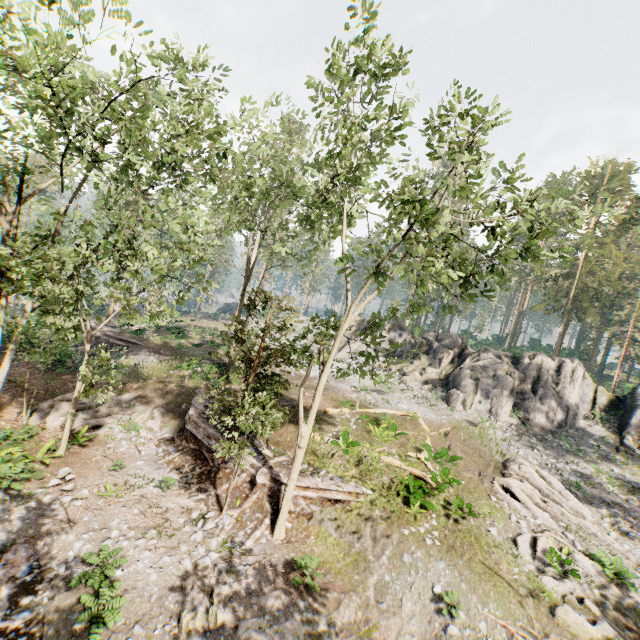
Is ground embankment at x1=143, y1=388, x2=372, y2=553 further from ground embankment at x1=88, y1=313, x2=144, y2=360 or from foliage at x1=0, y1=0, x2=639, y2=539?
ground embankment at x1=88, y1=313, x2=144, y2=360

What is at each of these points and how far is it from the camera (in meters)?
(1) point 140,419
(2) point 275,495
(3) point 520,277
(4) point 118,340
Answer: (1) foliage, 18.83
(2) ground embankment, 13.74
(3) foliage, 55.03
(4) ground embankment, 28.11

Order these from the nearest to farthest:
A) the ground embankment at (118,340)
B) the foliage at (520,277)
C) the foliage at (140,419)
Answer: the foliage at (520,277) < the foliage at (140,419) < the ground embankment at (118,340)

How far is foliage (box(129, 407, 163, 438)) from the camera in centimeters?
1788cm

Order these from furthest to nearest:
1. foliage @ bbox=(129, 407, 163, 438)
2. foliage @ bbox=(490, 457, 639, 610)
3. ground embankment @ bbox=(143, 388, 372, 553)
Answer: foliage @ bbox=(129, 407, 163, 438)
ground embankment @ bbox=(143, 388, 372, 553)
foliage @ bbox=(490, 457, 639, 610)

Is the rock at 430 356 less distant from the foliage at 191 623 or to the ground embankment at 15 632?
the foliage at 191 623

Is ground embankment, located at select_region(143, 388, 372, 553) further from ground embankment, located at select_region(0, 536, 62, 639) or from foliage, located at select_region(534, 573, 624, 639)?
ground embankment, located at select_region(0, 536, 62, 639)
